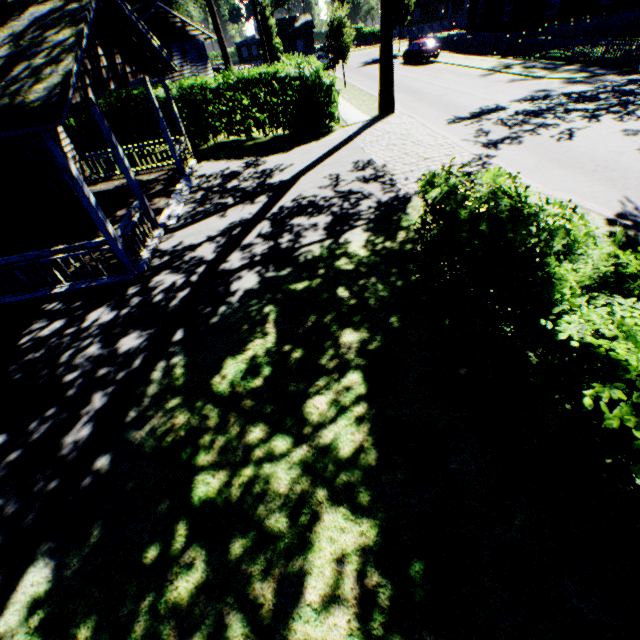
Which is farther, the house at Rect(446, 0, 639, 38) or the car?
the car

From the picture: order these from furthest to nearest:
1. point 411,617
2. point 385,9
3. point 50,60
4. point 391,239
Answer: point 385,9
point 391,239
point 50,60
point 411,617

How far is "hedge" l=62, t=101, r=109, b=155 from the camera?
17.0 meters

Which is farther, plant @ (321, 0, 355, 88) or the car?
the car

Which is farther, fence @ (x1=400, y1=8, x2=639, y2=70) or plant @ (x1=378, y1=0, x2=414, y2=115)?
fence @ (x1=400, y1=8, x2=639, y2=70)

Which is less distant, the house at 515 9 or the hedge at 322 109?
the hedge at 322 109

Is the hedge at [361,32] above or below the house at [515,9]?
above

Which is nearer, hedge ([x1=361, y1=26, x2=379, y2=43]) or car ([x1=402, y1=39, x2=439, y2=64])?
car ([x1=402, y1=39, x2=439, y2=64])
